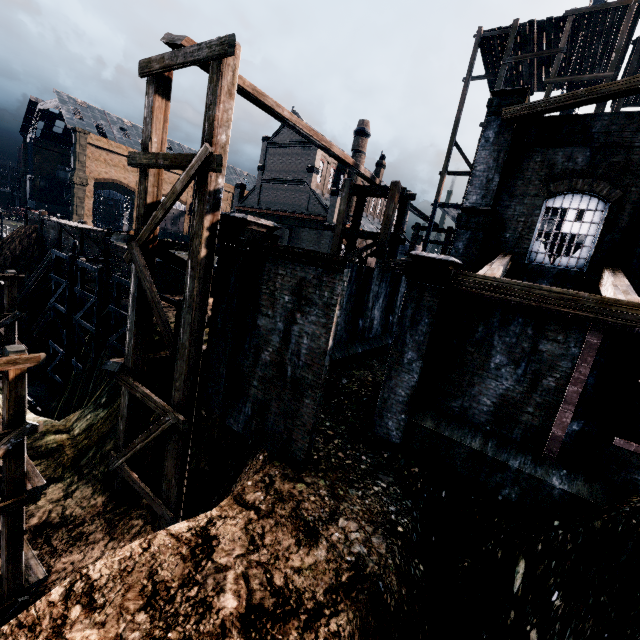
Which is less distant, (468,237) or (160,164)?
(160,164)

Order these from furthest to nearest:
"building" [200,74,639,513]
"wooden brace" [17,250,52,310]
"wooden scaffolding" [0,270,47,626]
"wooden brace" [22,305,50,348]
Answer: "wooden brace" [17,250,52,310]
"wooden brace" [22,305,50,348]
"building" [200,74,639,513]
"wooden scaffolding" [0,270,47,626]

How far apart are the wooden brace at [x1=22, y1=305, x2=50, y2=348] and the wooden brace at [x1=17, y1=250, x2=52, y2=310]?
4.80m

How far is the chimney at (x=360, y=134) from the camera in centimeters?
4753cm

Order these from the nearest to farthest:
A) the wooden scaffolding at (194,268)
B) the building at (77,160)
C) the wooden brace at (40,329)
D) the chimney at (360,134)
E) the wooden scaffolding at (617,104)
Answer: the wooden scaffolding at (194,268)
the wooden scaffolding at (617,104)
the wooden brace at (40,329)
the chimney at (360,134)
the building at (77,160)

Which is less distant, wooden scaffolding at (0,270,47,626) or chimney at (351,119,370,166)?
wooden scaffolding at (0,270,47,626)

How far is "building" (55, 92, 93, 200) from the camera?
58.09m

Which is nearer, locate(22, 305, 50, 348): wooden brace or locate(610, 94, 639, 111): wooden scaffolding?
locate(610, 94, 639, 111): wooden scaffolding
